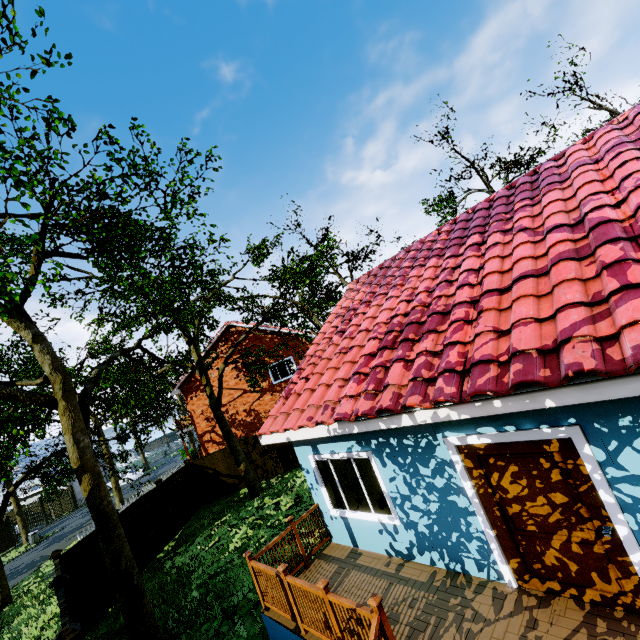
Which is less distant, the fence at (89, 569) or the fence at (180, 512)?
the fence at (89, 569)

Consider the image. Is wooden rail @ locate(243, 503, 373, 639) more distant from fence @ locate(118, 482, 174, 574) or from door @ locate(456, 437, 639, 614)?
fence @ locate(118, 482, 174, 574)

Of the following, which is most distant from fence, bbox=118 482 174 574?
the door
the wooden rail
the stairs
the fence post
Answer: the door

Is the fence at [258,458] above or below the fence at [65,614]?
below

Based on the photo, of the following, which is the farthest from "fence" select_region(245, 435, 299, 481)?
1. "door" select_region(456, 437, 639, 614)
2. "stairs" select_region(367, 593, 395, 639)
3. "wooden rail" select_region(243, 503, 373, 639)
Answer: "door" select_region(456, 437, 639, 614)

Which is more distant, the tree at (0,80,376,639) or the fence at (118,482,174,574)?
the fence at (118,482,174,574)

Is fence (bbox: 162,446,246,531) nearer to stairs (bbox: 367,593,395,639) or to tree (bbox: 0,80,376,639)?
tree (bbox: 0,80,376,639)

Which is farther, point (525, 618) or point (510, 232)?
point (510, 232)
